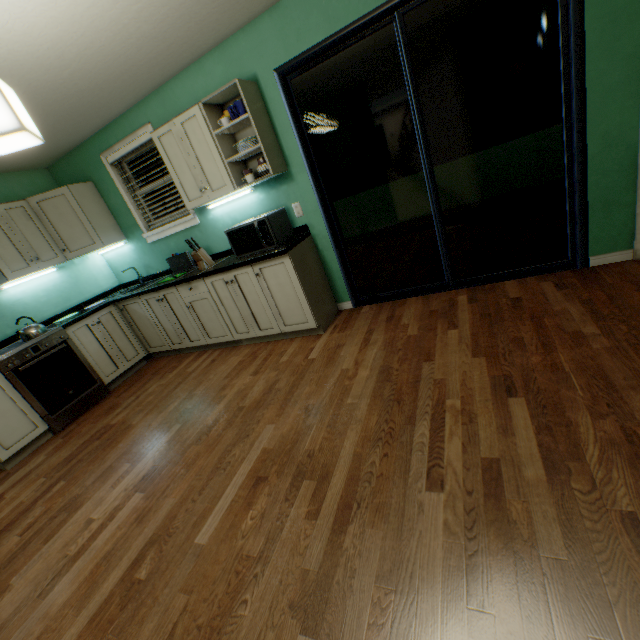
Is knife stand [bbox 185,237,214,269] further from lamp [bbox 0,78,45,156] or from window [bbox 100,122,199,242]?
lamp [bbox 0,78,45,156]

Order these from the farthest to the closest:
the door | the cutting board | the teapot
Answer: the cutting board < the teapot < the door

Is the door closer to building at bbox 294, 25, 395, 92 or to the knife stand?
building at bbox 294, 25, 395, 92

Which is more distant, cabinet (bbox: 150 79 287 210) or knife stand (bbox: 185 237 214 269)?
knife stand (bbox: 185 237 214 269)

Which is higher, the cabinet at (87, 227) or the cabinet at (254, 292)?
the cabinet at (87, 227)

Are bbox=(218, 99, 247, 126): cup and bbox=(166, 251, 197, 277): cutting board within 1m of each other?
no

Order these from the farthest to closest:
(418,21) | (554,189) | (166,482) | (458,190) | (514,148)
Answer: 1. (514,148)
2. (458,190)
3. (554,189)
4. (418,21)
5. (166,482)

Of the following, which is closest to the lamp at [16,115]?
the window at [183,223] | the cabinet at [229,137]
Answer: the cabinet at [229,137]
